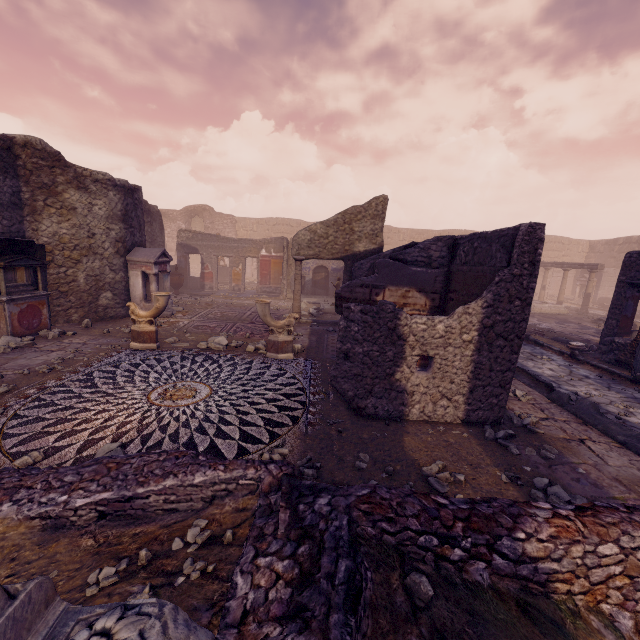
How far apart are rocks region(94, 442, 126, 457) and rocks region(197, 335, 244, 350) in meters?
3.9 m

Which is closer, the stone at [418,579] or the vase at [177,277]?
the stone at [418,579]

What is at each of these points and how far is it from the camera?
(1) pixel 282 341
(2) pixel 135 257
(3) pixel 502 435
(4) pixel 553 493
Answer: (1) sculpture, 6.95m
(2) altar, 9.65m
(3) stone, 4.31m
(4) stone, 3.31m

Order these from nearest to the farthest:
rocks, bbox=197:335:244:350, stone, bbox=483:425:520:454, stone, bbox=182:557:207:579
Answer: stone, bbox=182:557:207:579, stone, bbox=483:425:520:454, rocks, bbox=197:335:244:350

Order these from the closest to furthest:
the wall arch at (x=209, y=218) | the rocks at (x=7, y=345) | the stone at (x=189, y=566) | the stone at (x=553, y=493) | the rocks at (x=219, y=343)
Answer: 1. the stone at (x=189, y=566)
2. the stone at (x=553, y=493)
3. the rocks at (x=7, y=345)
4. the rocks at (x=219, y=343)
5. the wall arch at (x=209, y=218)

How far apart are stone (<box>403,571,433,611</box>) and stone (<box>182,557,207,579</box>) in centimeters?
111cm

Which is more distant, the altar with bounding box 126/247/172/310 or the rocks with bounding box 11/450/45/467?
the altar with bounding box 126/247/172/310

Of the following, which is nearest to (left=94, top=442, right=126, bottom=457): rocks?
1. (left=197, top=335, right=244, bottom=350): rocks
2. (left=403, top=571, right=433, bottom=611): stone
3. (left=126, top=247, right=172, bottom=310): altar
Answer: (left=403, top=571, right=433, bottom=611): stone
